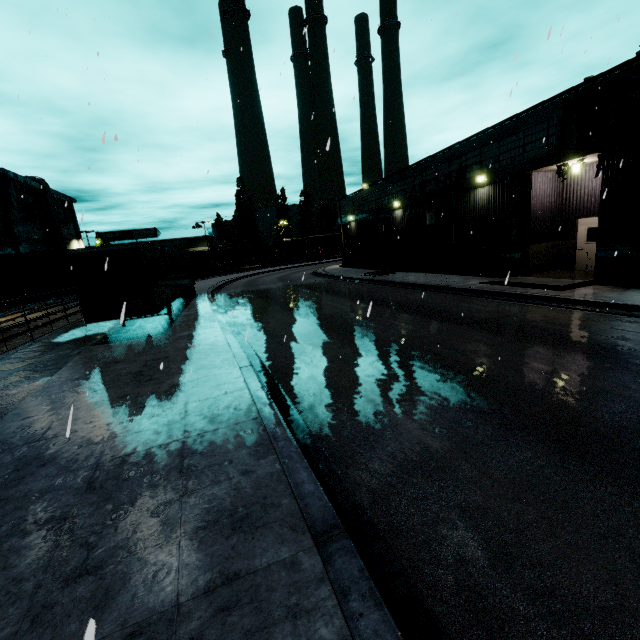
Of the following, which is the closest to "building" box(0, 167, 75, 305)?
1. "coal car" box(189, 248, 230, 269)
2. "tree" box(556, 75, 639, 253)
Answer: "tree" box(556, 75, 639, 253)

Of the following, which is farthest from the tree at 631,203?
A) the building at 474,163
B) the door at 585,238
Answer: the door at 585,238

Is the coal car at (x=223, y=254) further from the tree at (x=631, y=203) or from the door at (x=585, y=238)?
the door at (x=585, y=238)

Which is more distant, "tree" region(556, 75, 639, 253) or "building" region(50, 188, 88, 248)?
"building" region(50, 188, 88, 248)

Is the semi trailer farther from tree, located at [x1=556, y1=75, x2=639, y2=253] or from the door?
the door

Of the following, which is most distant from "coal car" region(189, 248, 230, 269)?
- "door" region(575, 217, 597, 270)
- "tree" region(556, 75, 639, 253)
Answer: "door" region(575, 217, 597, 270)

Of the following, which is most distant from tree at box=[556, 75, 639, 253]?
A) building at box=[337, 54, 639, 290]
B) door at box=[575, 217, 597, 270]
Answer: door at box=[575, 217, 597, 270]

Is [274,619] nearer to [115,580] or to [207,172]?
[115,580]
